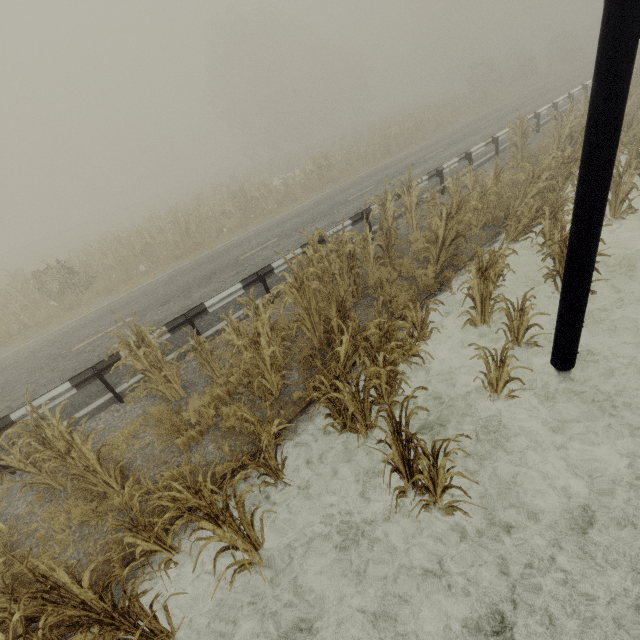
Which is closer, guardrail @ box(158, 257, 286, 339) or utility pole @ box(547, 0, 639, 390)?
utility pole @ box(547, 0, 639, 390)

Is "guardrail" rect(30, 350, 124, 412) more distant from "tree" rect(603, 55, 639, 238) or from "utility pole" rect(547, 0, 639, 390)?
"utility pole" rect(547, 0, 639, 390)

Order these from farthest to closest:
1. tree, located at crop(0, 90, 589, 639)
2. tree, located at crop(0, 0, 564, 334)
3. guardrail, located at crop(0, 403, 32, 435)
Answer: tree, located at crop(0, 0, 564, 334)
guardrail, located at crop(0, 403, 32, 435)
tree, located at crop(0, 90, 589, 639)

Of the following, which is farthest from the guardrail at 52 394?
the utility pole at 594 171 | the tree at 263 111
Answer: the utility pole at 594 171

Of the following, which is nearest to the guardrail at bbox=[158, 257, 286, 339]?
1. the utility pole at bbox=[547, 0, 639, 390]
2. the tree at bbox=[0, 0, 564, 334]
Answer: the tree at bbox=[0, 0, 564, 334]

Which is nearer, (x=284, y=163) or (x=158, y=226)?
(x=158, y=226)

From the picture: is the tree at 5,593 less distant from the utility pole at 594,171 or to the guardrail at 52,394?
the utility pole at 594,171
